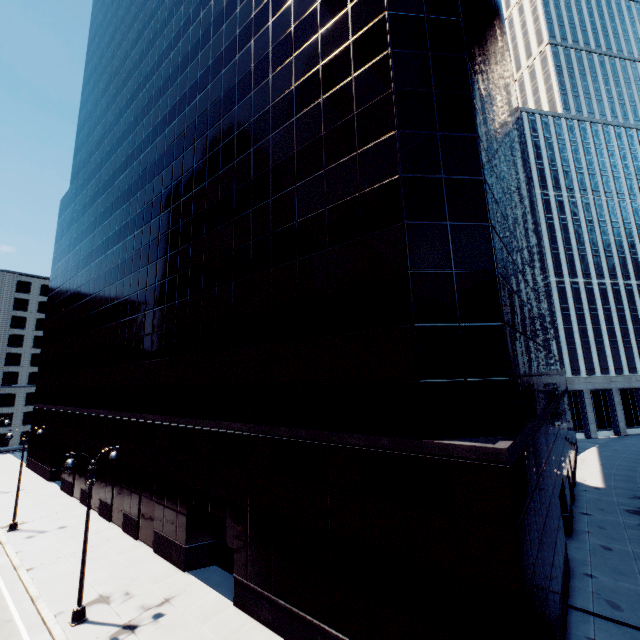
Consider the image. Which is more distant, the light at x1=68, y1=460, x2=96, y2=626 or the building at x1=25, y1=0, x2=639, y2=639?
the light at x1=68, y1=460, x2=96, y2=626

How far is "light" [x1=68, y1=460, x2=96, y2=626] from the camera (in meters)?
14.67

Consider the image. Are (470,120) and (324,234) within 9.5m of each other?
yes

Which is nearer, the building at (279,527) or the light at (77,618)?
the building at (279,527)

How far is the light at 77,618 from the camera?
14.7 meters

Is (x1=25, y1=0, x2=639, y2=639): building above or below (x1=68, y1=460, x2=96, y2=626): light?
above
